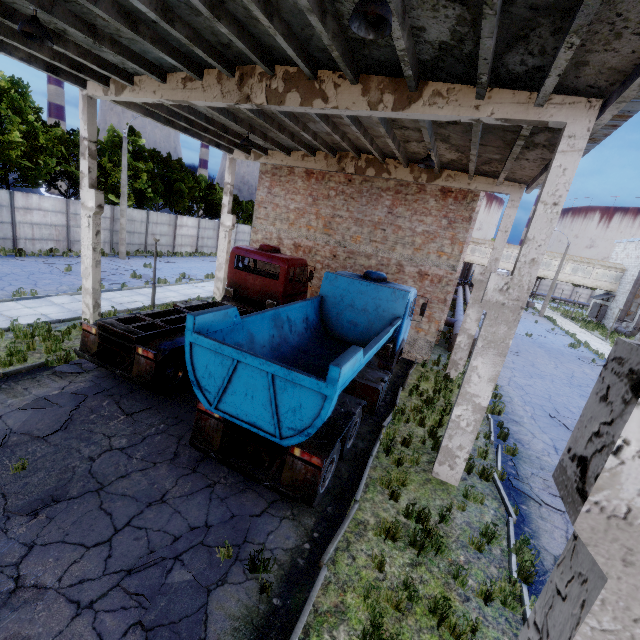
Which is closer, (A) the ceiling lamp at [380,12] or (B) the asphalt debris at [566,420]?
(A) the ceiling lamp at [380,12]

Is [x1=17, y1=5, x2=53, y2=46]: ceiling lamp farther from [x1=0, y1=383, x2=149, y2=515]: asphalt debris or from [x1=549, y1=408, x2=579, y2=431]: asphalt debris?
[x1=549, y1=408, x2=579, y2=431]: asphalt debris

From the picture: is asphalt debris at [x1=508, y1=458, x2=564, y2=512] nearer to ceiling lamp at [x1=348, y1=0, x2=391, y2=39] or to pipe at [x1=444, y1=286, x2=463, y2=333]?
pipe at [x1=444, y1=286, x2=463, y2=333]

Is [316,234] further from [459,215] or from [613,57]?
[613,57]

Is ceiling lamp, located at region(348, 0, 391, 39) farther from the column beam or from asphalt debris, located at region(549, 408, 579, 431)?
asphalt debris, located at region(549, 408, 579, 431)

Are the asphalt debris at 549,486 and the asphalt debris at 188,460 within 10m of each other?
yes

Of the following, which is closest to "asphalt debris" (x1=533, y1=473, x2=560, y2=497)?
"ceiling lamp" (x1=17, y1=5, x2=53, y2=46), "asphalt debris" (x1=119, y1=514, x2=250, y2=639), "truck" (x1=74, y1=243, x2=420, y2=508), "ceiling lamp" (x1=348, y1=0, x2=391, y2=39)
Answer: "truck" (x1=74, y1=243, x2=420, y2=508)

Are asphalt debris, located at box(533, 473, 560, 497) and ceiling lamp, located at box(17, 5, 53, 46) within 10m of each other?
no
